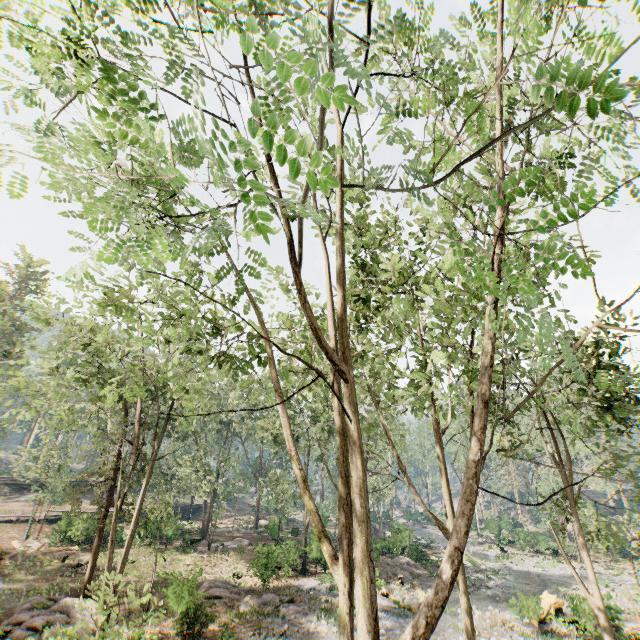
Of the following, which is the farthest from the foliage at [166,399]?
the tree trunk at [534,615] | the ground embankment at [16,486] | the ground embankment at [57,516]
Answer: the tree trunk at [534,615]

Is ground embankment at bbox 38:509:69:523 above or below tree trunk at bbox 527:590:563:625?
above

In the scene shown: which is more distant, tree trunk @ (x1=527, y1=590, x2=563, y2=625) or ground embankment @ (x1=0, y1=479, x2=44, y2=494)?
ground embankment @ (x1=0, y1=479, x2=44, y2=494)

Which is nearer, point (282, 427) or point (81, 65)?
point (81, 65)

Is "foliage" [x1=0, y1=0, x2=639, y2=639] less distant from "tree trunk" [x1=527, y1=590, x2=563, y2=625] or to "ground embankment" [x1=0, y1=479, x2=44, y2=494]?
"ground embankment" [x1=0, y1=479, x2=44, y2=494]

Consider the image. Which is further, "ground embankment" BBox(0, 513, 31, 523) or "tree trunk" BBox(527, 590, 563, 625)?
"ground embankment" BBox(0, 513, 31, 523)

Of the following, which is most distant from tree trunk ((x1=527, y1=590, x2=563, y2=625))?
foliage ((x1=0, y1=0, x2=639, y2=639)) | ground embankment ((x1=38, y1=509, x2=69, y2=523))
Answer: ground embankment ((x1=38, y1=509, x2=69, y2=523))
